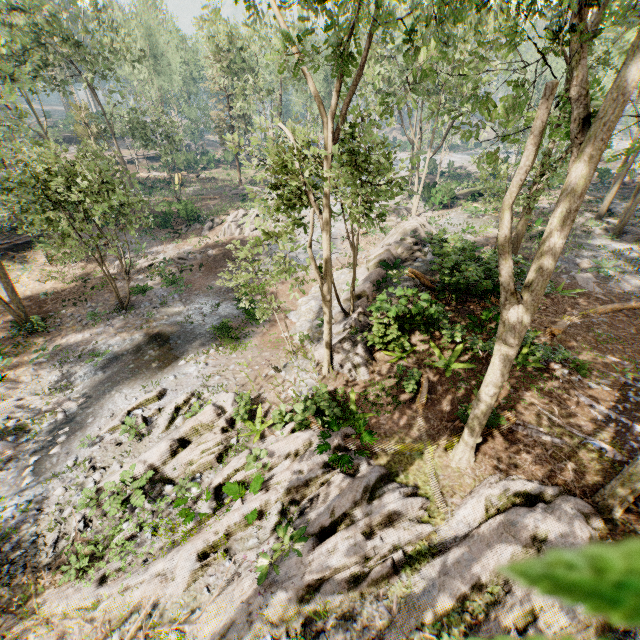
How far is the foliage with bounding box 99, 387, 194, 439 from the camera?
12.5m

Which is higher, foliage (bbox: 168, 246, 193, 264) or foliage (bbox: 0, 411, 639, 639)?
foliage (bbox: 0, 411, 639, 639)

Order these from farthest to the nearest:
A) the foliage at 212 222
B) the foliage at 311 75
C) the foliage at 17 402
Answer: the foliage at 212 222, the foliage at 17 402, the foliage at 311 75

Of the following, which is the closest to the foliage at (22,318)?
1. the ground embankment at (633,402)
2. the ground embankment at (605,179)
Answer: the ground embankment at (633,402)

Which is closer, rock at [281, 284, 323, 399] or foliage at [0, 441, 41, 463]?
foliage at [0, 441, 41, 463]

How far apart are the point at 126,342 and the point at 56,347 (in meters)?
3.26
